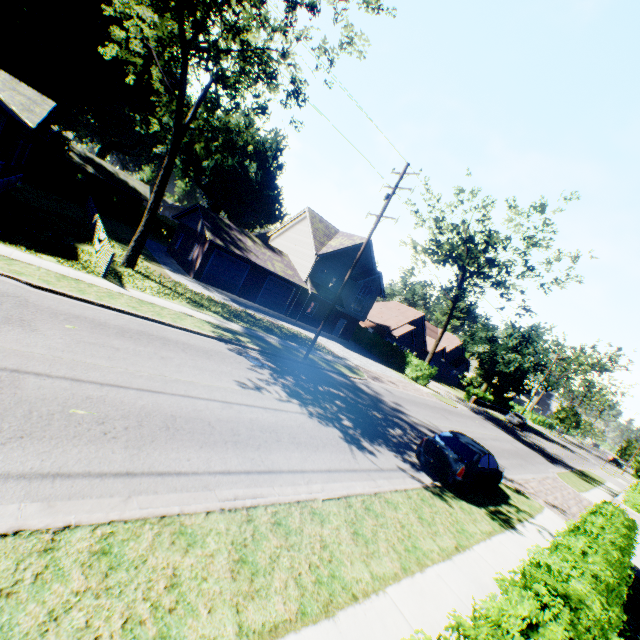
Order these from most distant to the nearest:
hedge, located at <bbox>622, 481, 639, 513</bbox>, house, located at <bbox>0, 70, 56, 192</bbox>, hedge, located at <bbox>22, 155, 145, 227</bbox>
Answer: hedge, located at <bbox>22, 155, 145, 227</bbox> → hedge, located at <bbox>622, 481, 639, 513</bbox> → house, located at <bbox>0, 70, 56, 192</bbox>

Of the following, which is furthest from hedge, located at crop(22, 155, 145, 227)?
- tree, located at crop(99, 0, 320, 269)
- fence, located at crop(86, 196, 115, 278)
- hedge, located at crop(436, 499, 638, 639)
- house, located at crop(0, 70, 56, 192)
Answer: tree, located at crop(99, 0, 320, 269)

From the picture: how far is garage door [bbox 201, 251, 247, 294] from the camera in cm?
2641

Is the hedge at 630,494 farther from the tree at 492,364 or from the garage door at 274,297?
the garage door at 274,297

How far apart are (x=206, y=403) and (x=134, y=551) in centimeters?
454cm

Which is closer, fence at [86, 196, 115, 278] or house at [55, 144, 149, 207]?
fence at [86, 196, 115, 278]

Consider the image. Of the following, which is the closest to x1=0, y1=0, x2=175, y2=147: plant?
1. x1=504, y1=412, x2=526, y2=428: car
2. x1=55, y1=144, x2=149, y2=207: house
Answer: x1=55, y1=144, x2=149, y2=207: house

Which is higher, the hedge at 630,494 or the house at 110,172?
the house at 110,172
